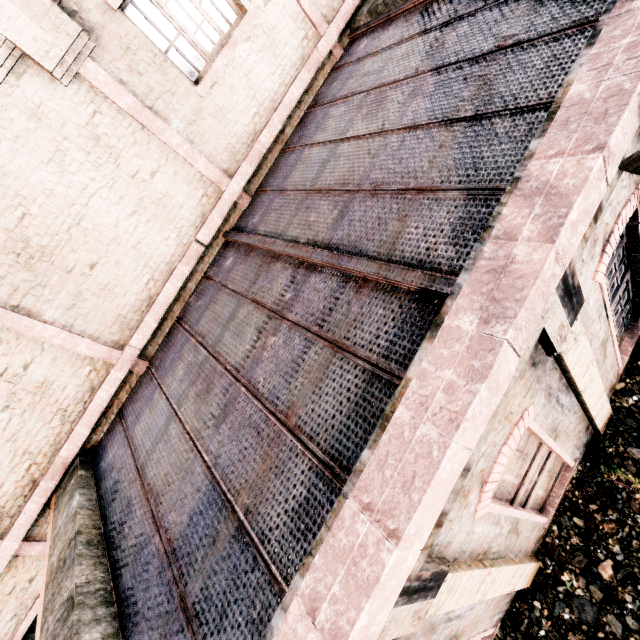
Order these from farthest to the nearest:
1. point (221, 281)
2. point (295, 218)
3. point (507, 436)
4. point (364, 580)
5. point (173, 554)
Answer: point (221, 281), point (295, 218), point (173, 554), point (507, 436), point (364, 580)
